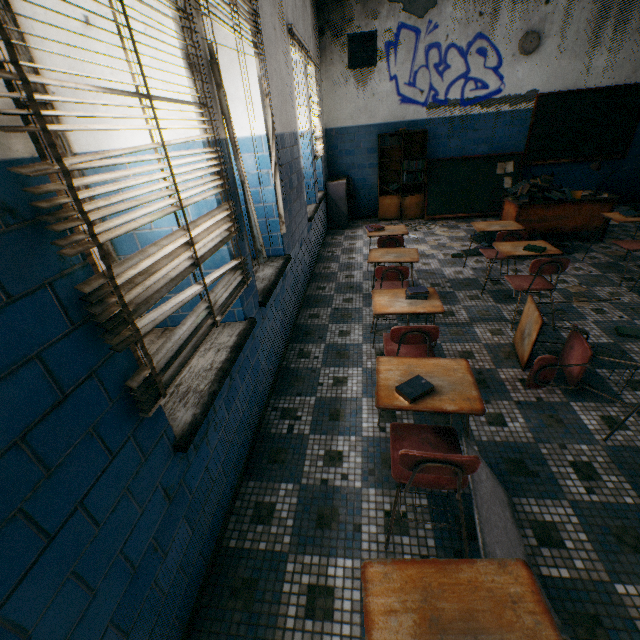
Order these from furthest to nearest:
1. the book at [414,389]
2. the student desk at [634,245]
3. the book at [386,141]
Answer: the book at [386,141], the student desk at [634,245], the book at [414,389]

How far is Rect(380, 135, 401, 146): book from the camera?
6.8m

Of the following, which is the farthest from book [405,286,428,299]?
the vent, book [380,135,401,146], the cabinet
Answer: the vent

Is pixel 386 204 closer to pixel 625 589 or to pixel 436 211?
pixel 436 211

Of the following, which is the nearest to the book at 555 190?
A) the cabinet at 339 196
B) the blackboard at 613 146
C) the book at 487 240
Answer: the book at 487 240

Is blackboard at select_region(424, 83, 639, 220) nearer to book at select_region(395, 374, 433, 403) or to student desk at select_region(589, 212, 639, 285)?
student desk at select_region(589, 212, 639, 285)

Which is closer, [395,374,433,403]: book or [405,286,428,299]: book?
[395,374,433,403]: book

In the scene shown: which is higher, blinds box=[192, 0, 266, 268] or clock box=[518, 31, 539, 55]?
clock box=[518, 31, 539, 55]
